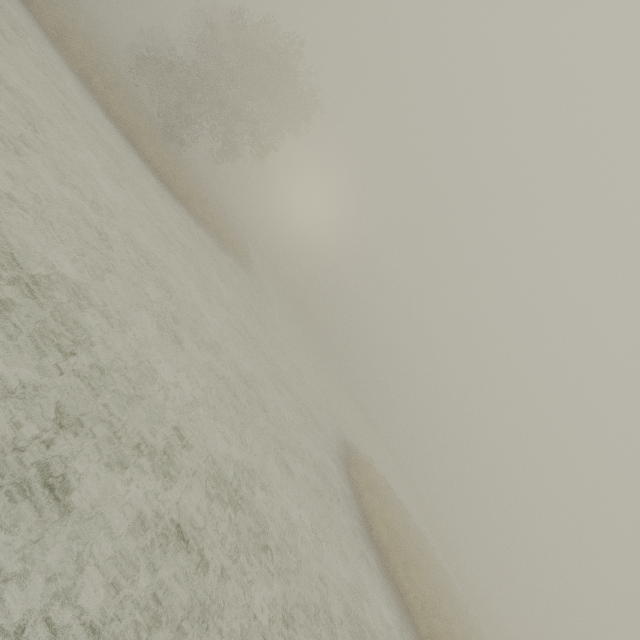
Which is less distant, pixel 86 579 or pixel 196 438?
pixel 86 579
